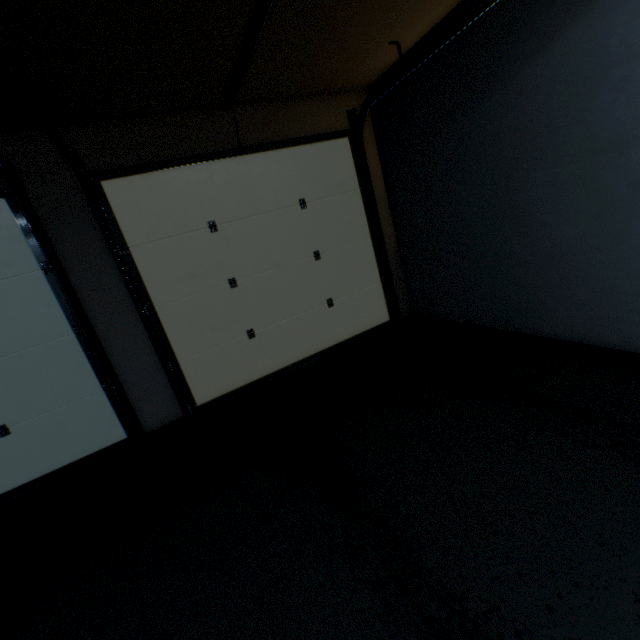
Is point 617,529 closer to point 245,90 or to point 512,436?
point 512,436
